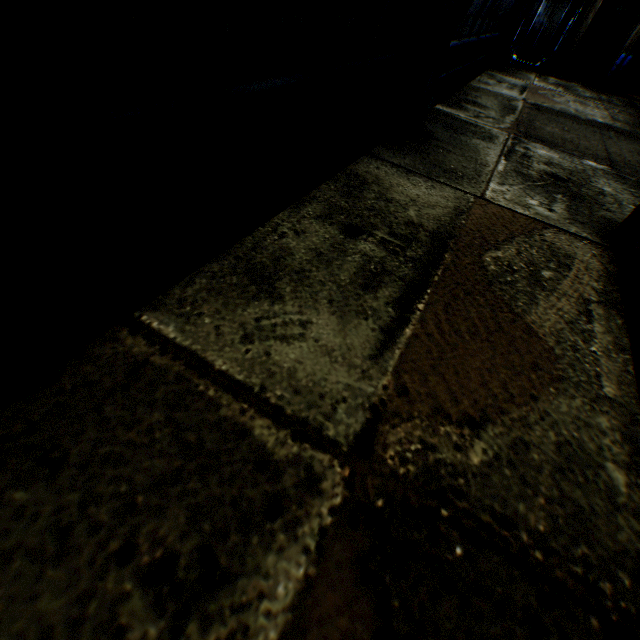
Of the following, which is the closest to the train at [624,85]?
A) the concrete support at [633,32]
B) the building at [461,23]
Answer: the concrete support at [633,32]

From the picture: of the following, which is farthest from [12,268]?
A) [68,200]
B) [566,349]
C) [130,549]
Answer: [566,349]

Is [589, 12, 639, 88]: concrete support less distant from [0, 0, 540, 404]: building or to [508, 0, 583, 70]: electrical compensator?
[508, 0, 583, 70]: electrical compensator

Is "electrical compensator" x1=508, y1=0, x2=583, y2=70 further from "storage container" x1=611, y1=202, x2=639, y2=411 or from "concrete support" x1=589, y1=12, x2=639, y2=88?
"storage container" x1=611, y1=202, x2=639, y2=411

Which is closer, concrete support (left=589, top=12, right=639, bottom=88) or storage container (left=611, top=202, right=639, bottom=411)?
storage container (left=611, top=202, right=639, bottom=411)

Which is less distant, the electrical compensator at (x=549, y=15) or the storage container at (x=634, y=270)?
the storage container at (x=634, y=270)

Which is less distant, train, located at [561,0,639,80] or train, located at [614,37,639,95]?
train, located at [561,0,639,80]

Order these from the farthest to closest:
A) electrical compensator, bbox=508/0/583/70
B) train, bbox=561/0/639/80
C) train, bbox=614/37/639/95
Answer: train, bbox=614/37/639/95
train, bbox=561/0/639/80
electrical compensator, bbox=508/0/583/70
